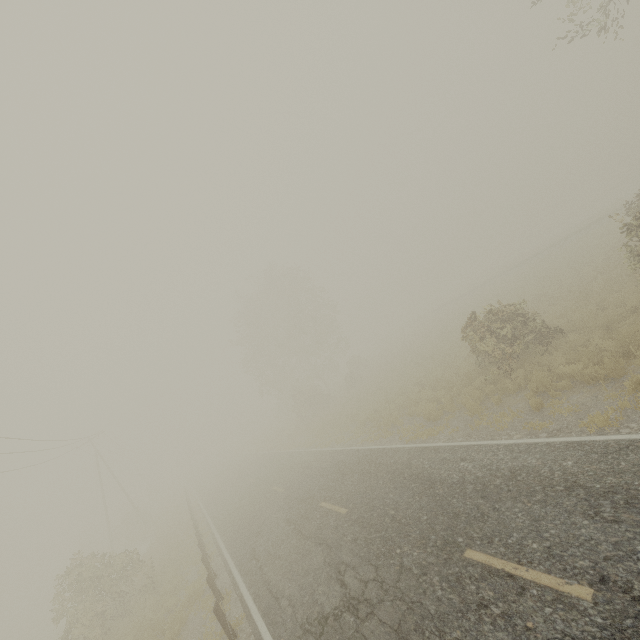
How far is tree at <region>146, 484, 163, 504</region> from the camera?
57.6m

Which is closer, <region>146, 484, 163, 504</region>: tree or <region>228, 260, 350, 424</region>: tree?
<region>228, 260, 350, 424</region>: tree

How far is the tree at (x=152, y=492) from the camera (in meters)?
→ 57.64

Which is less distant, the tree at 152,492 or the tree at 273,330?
the tree at 273,330

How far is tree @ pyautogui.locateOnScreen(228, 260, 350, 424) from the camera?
37.4m

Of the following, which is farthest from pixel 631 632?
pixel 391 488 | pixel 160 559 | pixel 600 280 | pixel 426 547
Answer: pixel 160 559
